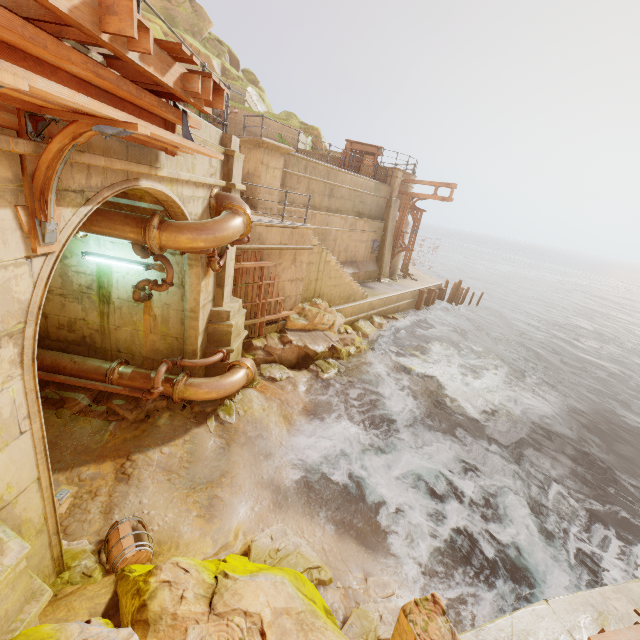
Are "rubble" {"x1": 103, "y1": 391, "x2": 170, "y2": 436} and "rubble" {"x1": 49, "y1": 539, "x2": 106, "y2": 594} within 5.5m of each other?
yes

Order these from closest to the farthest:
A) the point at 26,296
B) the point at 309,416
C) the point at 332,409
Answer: the point at 26,296 < the point at 309,416 < the point at 332,409

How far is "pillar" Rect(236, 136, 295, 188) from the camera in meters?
11.3 m

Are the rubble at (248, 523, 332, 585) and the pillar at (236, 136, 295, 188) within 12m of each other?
yes

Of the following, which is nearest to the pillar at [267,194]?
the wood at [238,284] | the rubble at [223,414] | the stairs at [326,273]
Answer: the stairs at [326,273]

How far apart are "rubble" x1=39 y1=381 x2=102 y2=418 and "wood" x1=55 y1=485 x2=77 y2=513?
1.2 meters

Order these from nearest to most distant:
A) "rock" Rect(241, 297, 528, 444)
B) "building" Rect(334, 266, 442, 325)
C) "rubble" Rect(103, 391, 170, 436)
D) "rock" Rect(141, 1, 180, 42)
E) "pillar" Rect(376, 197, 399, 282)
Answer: "rubble" Rect(103, 391, 170, 436)
"rock" Rect(241, 297, 528, 444)
"building" Rect(334, 266, 442, 325)
"pillar" Rect(376, 197, 399, 282)
"rock" Rect(141, 1, 180, 42)

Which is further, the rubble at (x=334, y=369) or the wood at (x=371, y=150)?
the wood at (x=371, y=150)
